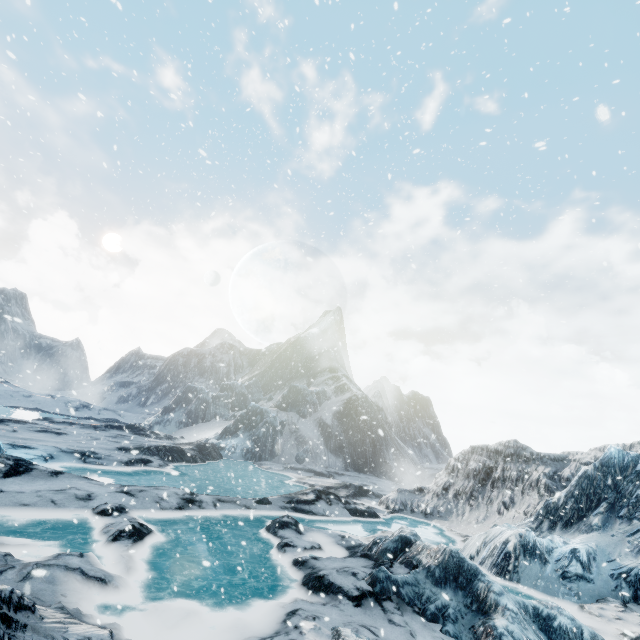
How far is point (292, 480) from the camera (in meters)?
23.92
